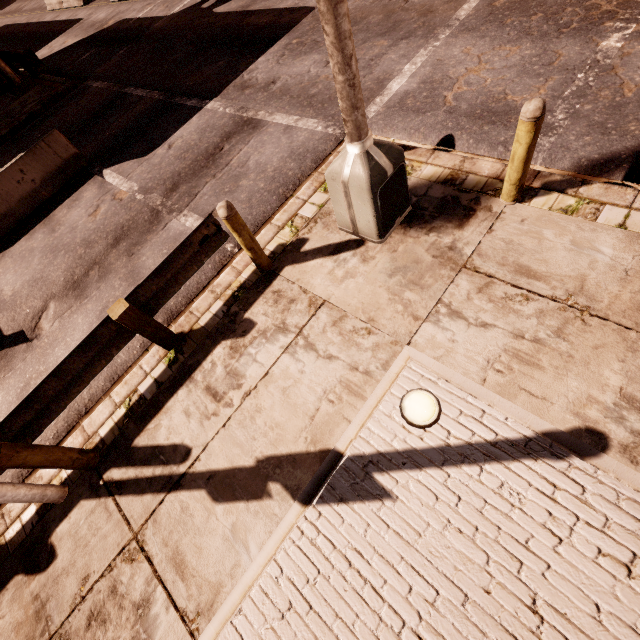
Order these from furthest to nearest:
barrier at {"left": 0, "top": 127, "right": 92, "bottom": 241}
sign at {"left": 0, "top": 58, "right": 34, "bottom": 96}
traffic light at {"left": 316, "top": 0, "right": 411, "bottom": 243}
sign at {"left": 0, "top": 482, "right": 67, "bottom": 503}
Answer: sign at {"left": 0, "top": 58, "right": 34, "bottom": 96}, barrier at {"left": 0, "top": 127, "right": 92, "bottom": 241}, sign at {"left": 0, "top": 482, "right": 67, "bottom": 503}, traffic light at {"left": 316, "top": 0, "right": 411, "bottom": 243}

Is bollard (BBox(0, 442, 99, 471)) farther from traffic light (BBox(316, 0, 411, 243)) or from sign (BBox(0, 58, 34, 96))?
sign (BBox(0, 58, 34, 96))

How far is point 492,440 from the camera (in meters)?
3.01

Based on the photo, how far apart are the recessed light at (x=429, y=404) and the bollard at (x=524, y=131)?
2.77m

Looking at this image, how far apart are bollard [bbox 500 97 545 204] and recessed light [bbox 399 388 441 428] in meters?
2.8

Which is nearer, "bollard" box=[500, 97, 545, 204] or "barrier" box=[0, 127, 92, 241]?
"bollard" box=[500, 97, 545, 204]

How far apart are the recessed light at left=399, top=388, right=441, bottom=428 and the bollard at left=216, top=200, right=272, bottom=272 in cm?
272

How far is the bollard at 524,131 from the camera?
3.2m
